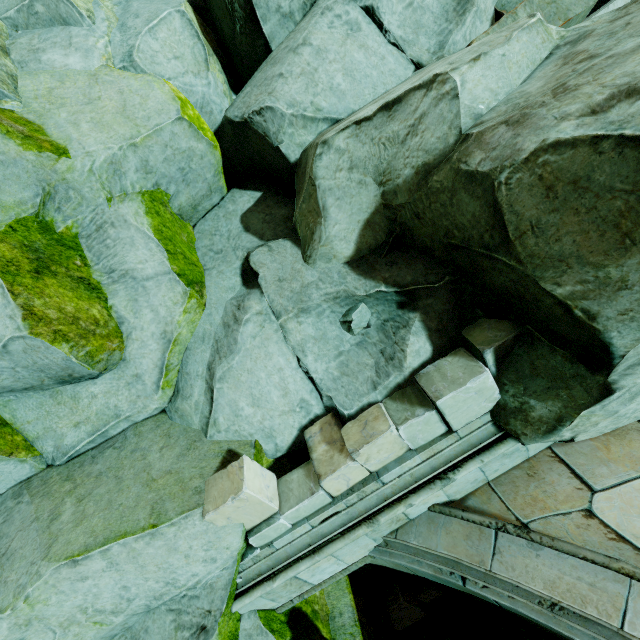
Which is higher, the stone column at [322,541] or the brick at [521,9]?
the brick at [521,9]

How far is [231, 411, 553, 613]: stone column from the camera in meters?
2.8

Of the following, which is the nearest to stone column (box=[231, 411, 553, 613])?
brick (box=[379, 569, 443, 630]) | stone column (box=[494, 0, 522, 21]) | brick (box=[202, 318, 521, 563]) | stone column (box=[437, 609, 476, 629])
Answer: brick (box=[202, 318, 521, 563])

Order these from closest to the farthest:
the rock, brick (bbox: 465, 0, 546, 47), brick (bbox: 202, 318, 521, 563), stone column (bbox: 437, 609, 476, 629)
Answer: the rock → brick (bbox: 202, 318, 521, 563) → brick (bbox: 465, 0, 546, 47) → stone column (bbox: 437, 609, 476, 629)

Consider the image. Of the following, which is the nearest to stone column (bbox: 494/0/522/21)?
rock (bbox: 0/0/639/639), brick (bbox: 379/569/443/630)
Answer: rock (bbox: 0/0/639/639)

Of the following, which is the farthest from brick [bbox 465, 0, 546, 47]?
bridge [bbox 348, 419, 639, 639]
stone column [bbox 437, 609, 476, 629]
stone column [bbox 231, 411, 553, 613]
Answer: stone column [bbox 437, 609, 476, 629]

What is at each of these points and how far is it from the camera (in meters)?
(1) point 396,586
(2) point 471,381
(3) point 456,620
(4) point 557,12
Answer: (1) brick, 4.30
(2) brick, 2.48
(3) stone column, 5.17
(4) stone column, 3.48

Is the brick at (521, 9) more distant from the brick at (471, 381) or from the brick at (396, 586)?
the brick at (396, 586)
